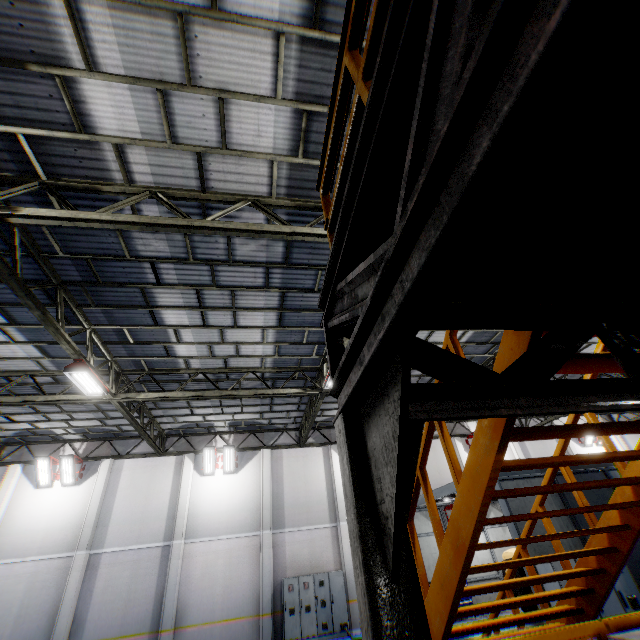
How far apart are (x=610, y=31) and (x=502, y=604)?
5.3 meters

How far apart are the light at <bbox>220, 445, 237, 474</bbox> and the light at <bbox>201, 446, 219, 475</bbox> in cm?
15

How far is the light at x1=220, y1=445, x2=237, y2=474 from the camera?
16.9 meters

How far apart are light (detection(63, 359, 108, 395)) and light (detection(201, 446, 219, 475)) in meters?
7.7

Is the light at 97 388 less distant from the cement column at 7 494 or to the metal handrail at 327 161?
the metal handrail at 327 161

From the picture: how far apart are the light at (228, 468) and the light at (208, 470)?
0.15m

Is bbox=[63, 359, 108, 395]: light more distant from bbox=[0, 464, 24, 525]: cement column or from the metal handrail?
bbox=[0, 464, 24, 525]: cement column

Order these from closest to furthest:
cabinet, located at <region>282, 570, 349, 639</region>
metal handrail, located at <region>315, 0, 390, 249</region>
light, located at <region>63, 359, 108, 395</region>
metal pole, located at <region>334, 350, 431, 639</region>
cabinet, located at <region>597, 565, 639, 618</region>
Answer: metal pole, located at <region>334, 350, 431, 639</region> < metal handrail, located at <region>315, 0, 390, 249</region> < cabinet, located at <region>597, 565, 639, 618</region> < light, located at <region>63, 359, 108, 395</region> < cabinet, located at <region>282, 570, 349, 639</region>
